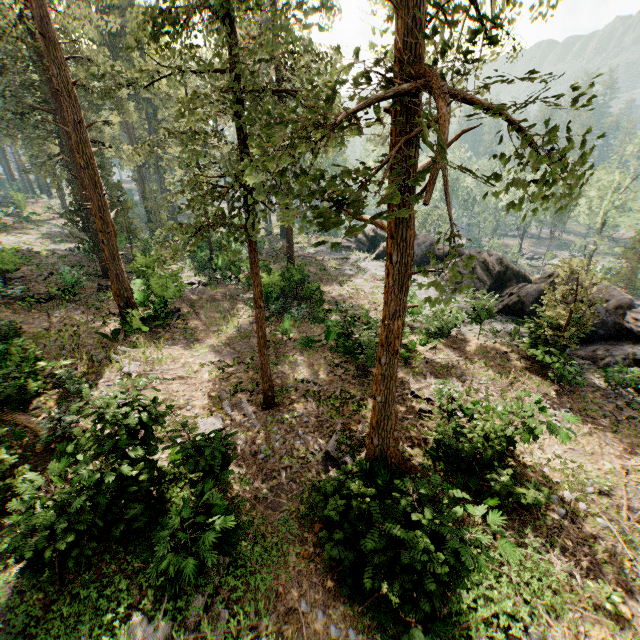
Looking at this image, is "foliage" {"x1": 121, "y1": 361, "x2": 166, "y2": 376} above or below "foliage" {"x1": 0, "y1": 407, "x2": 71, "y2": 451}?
below

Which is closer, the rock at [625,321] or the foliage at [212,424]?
the foliage at [212,424]

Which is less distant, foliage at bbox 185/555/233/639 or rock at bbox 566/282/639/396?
foliage at bbox 185/555/233/639

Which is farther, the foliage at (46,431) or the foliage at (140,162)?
the foliage at (46,431)

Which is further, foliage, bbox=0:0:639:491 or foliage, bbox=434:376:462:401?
foliage, bbox=434:376:462:401

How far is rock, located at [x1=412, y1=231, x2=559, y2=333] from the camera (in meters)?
21.67

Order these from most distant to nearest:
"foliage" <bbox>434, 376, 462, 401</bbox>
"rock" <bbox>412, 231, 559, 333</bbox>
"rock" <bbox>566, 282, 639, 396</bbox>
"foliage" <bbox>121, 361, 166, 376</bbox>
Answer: "rock" <bbox>412, 231, 559, 333</bbox> < "rock" <bbox>566, 282, 639, 396</bbox> < "foliage" <bbox>121, 361, 166, 376</bbox> < "foliage" <bbox>434, 376, 462, 401</bbox>

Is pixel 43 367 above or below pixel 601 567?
above
